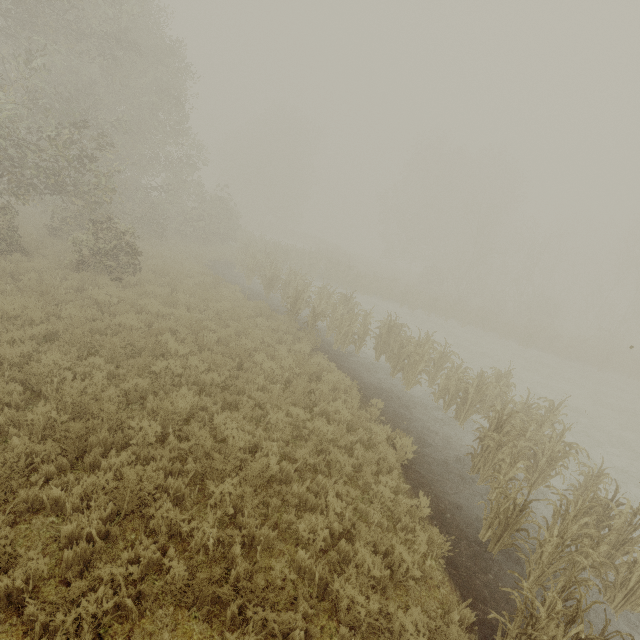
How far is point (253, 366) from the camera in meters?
9.0
